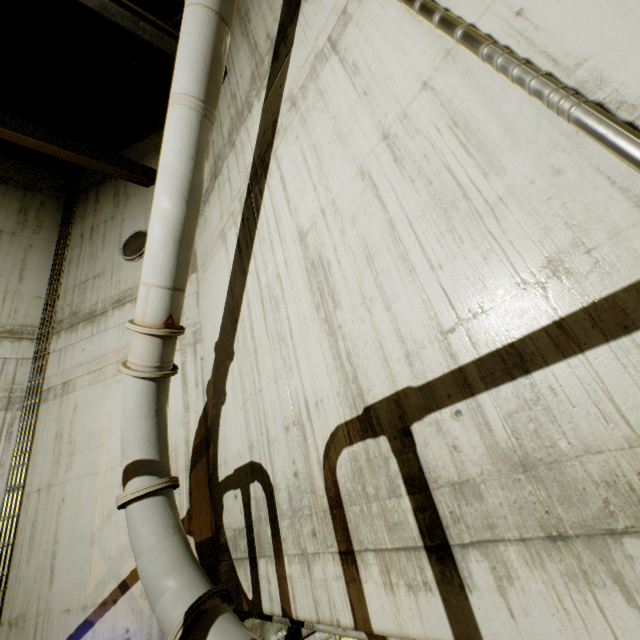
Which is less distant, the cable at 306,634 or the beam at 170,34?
the cable at 306,634

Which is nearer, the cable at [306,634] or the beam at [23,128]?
the cable at [306,634]

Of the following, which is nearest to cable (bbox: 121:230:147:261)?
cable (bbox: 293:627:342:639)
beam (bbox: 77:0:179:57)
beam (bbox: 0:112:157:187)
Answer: beam (bbox: 0:112:157:187)

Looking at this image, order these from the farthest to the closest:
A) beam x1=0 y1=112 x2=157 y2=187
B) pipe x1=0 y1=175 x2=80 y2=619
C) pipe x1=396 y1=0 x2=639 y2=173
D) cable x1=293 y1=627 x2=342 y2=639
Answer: beam x1=0 y1=112 x2=157 y2=187 → pipe x1=0 y1=175 x2=80 y2=619 → cable x1=293 y1=627 x2=342 y2=639 → pipe x1=396 y1=0 x2=639 y2=173

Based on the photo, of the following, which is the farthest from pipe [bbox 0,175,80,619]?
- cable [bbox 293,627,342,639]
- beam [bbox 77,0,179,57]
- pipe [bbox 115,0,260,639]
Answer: beam [bbox 77,0,179,57]

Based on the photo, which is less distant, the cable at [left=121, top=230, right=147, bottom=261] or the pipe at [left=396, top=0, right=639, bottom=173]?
the pipe at [left=396, top=0, right=639, bottom=173]

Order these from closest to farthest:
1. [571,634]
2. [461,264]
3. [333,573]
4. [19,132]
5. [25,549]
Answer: [571,634] → [461,264] → [333,573] → [25,549] → [19,132]

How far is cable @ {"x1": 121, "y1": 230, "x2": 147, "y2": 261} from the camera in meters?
7.0
